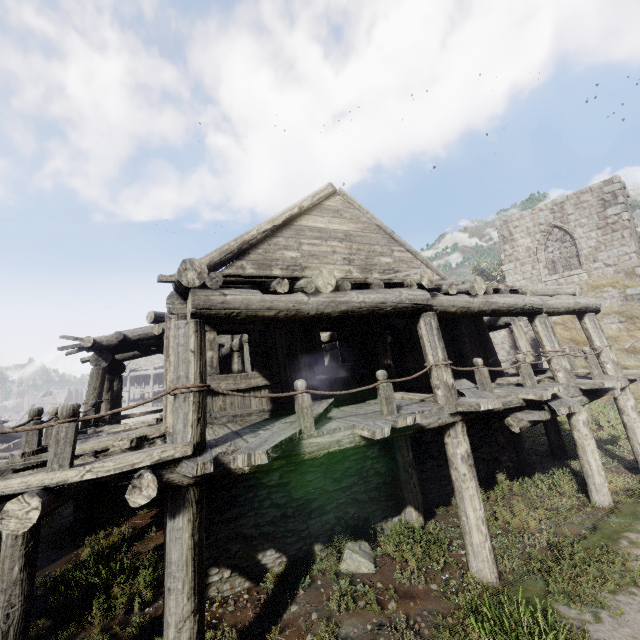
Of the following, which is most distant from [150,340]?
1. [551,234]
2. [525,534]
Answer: [551,234]
